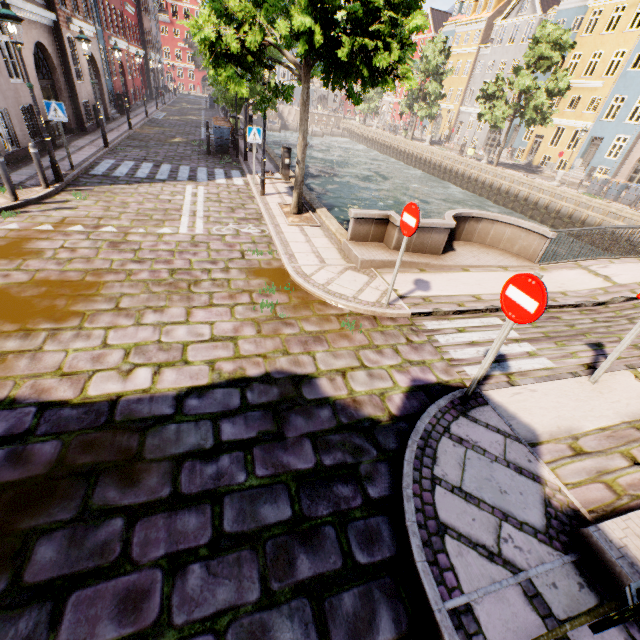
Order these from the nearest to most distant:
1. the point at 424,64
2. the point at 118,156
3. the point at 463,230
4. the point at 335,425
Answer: the point at 335,425
the point at 463,230
the point at 118,156
the point at 424,64

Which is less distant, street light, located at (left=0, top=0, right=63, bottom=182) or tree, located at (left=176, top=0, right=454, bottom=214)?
tree, located at (left=176, top=0, right=454, bottom=214)

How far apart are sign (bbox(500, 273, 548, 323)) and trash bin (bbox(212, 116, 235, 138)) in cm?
1833

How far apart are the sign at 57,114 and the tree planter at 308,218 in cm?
666

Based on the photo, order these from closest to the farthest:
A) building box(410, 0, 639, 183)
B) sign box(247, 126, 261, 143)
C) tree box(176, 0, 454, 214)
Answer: tree box(176, 0, 454, 214) → sign box(247, 126, 261, 143) → building box(410, 0, 639, 183)

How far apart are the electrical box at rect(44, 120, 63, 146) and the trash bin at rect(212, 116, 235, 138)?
6.8 meters

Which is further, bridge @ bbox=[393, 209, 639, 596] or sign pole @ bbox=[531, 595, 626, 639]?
bridge @ bbox=[393, 209, 639, 596]

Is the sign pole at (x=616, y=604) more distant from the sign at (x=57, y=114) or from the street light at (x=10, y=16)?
the sign at (x=57, y=114)
